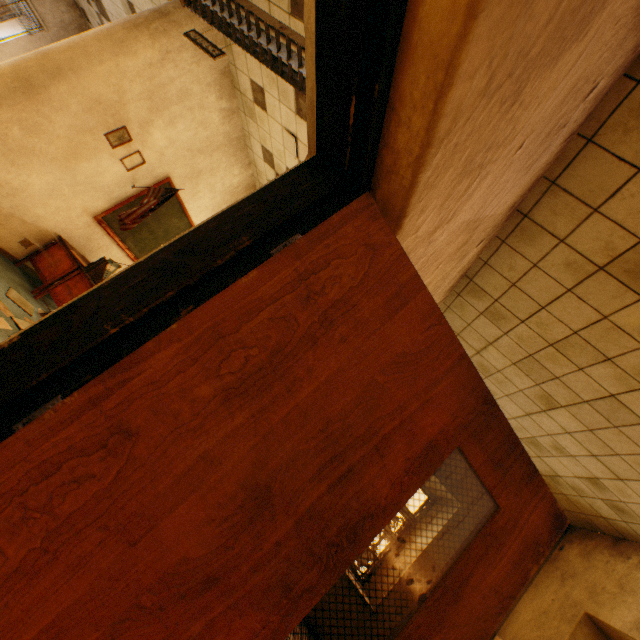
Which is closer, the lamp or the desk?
the lamp

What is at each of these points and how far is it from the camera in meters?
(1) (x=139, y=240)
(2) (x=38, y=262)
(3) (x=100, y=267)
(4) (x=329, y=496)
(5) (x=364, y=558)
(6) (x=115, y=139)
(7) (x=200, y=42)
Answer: (1) blackboard, 5.6 m
(2) desk, 4.5 m
(3) paperpocket, 4.5 m
(4) door, 0.9 m
(5) tree, 22.7 m
(6) picture frame, 4.3 m
(7) sign, 3.6 m

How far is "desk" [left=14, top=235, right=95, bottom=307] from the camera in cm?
434

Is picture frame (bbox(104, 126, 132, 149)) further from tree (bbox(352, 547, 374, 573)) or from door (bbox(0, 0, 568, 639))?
tree (bbox(352, 547, 374, 573))

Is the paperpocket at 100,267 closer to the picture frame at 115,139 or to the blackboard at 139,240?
the blackboard at 139,240

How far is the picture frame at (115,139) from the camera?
4.2 meters

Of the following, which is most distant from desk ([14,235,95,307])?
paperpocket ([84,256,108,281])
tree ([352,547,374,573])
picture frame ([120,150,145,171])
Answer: tree ([352,547,374,573])

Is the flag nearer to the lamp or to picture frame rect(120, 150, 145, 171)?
picture frame rect(120, 150, 145, 171)
